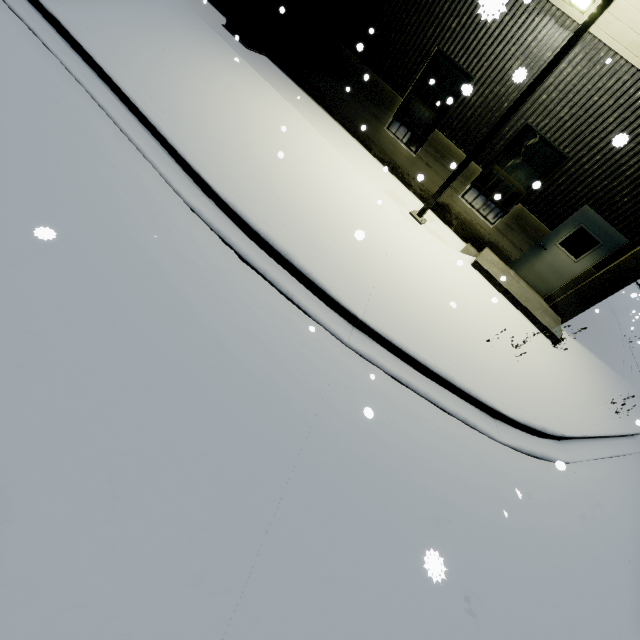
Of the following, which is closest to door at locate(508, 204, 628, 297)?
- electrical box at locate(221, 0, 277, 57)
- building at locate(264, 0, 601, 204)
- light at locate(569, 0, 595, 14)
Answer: building at locate(264, 0, 601, 204)

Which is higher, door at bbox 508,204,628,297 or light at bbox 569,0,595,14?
light at bbox 569,0,595,14

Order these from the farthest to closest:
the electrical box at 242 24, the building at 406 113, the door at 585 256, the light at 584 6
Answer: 1. the electrical box at 242 24
2. the door at 585 256
3. the building at 406 113
4. the light at 584 6

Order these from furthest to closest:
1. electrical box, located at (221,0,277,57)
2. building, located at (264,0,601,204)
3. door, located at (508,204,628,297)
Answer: electrical box, located at (221,0,277,57)
door, located at (508,204,628,297)
building, located at (264,0,601,204)

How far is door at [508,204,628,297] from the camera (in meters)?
9.02

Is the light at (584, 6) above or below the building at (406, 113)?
above

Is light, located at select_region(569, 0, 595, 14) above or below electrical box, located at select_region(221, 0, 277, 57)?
above

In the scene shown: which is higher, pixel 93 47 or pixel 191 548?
pixel 93 47
